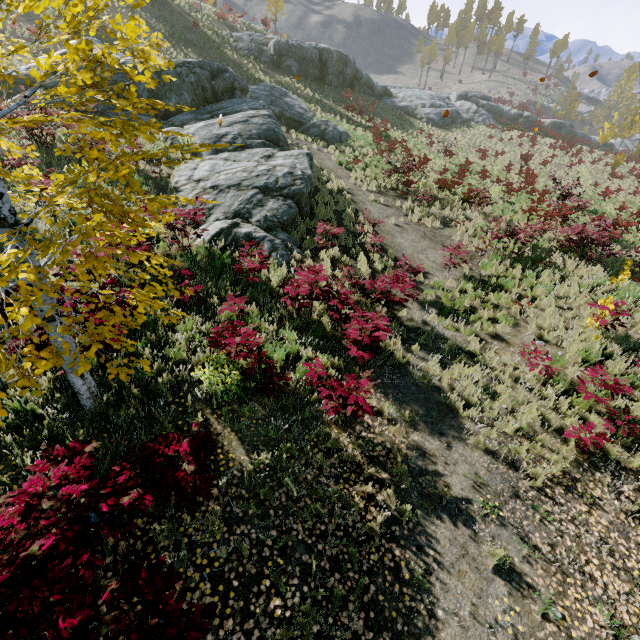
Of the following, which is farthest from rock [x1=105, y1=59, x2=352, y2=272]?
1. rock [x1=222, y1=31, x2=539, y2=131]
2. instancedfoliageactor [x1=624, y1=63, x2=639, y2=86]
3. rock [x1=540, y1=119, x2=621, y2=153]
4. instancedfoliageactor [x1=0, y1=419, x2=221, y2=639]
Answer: rock [x1=540, y1=119, x2=621, y2=153]

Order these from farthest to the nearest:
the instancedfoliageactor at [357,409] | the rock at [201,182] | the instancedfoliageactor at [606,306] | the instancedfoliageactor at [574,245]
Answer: the instancedfoliageactor at [574,245]
the rock at [201,182]
the instancedfoliageactor at [606,306]
the instancedfoliageactor at [357,409]

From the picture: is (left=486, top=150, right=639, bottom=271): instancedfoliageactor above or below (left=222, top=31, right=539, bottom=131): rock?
below

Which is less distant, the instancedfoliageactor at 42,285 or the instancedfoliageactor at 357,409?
the instancedfoliageactor at 42,285

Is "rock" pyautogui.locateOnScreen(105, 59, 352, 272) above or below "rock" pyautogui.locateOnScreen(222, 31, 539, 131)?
below

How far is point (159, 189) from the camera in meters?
11.9

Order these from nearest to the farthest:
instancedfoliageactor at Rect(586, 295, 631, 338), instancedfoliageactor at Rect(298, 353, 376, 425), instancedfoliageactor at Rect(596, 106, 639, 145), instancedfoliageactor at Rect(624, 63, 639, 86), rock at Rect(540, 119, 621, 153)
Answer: instancedfoliageactor at Rect(298, 353, 376, 425) → instancedfoliageactor at Rect(586, 295, 631, 338) → instancedfoliageactor at Rect(596, 106, 639, 145) → rock at Rect(540, 119, 621, 153) → instancedfoliageactor at Rect(624, 63, 639, 86)

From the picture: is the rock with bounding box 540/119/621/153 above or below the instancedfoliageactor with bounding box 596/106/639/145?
below
